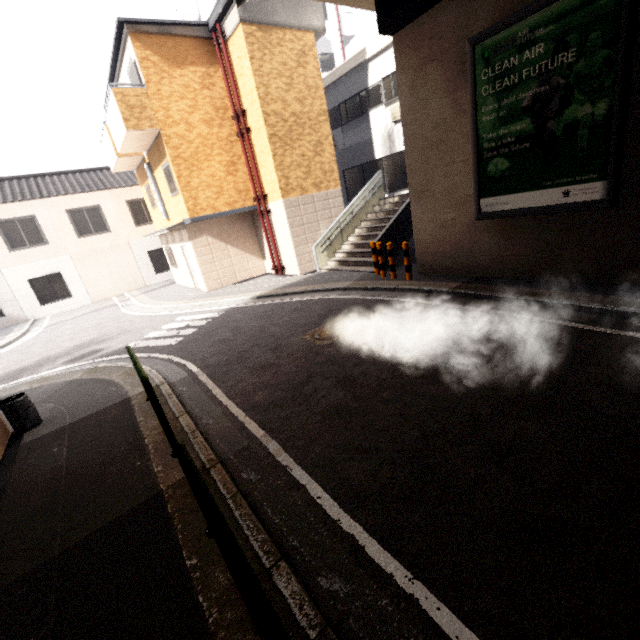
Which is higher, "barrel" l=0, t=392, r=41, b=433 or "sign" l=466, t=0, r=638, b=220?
"sign" l=466, t=0, r=638, b=220

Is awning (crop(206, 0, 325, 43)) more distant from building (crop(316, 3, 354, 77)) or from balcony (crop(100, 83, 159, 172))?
building (crop(316, 3, 354, 77))

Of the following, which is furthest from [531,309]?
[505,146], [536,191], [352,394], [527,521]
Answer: [527,521]

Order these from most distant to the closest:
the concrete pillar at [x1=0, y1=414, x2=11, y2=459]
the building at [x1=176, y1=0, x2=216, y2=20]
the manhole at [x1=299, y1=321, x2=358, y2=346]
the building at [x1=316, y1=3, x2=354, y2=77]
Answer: the building at [x1=316, y1=3, x2=354, y2=77]
the building at [x1=176, y1=0, x2=216, y2=20]
the manhole at [x1=299, y1=321, x2=358, y2=346]
the concrete pillar at [x1=0, y1=414, x2=11, y2=459]

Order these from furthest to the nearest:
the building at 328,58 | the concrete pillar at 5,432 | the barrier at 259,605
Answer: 1. the building at 328,58
2. the concrete pillar at 5,432
3. the barrier at 259,605

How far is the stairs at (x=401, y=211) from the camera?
11.02m

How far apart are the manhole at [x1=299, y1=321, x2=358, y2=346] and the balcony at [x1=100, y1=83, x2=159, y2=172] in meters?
9.6 m

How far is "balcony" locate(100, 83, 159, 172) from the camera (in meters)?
10.55
